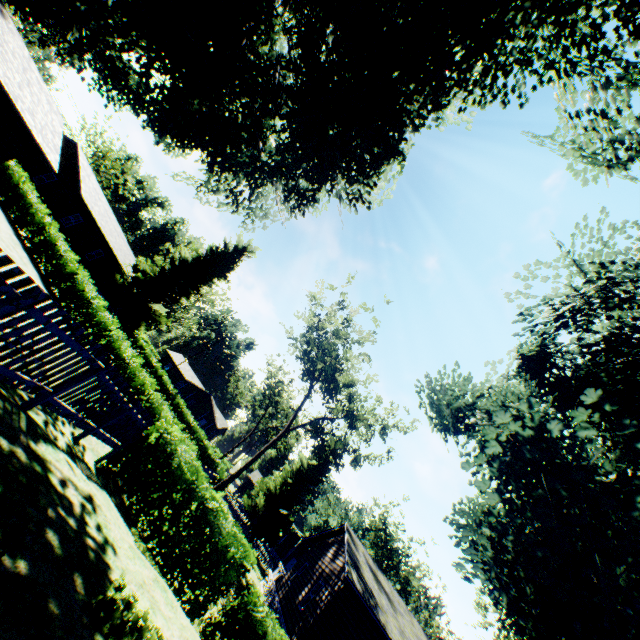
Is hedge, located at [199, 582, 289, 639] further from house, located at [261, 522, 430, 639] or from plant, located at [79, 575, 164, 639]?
house, located at [261, 522, 430, 639]

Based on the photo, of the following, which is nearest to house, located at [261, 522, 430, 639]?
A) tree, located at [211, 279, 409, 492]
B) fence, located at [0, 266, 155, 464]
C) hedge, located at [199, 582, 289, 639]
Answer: hedge, located at [199, 582, 289, 639]

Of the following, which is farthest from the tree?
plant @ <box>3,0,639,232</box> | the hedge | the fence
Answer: the hedge

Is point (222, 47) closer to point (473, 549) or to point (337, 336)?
point (337, 336)

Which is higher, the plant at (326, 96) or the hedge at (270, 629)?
the plant at (326, 96)

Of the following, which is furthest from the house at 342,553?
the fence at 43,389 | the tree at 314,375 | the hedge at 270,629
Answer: the fence at 43,389

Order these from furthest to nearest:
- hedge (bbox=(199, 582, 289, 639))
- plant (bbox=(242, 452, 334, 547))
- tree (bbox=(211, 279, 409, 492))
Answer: plant (bbox=(242, 452, 334, 547)), tree (bbox=(211, 279, 409, 492)), hedge (bbox=(199, 582, 289, 639))

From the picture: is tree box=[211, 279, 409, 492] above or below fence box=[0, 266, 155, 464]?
above
